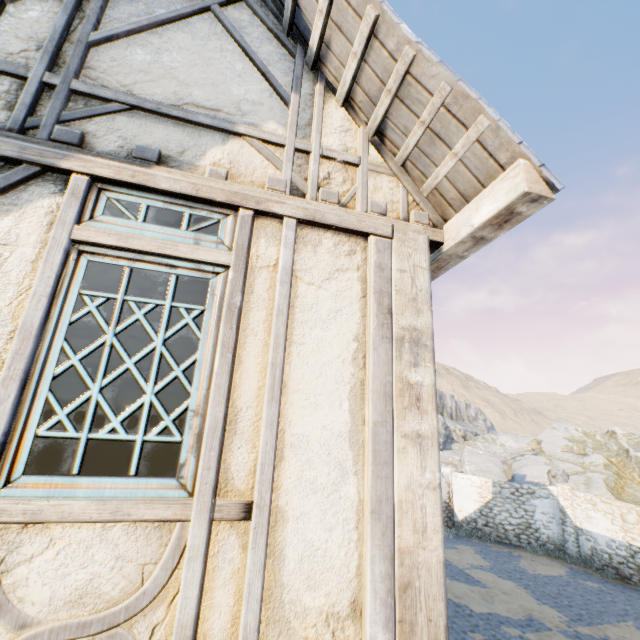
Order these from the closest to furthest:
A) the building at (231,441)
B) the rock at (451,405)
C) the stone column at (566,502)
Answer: the building at (231,441)
the stone column at (566,502)
the rock at (451,405)

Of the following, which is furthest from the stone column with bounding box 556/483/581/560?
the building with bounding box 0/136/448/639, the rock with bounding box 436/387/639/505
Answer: the building with bounding box 0/136/448/639

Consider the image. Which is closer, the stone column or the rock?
the stone column

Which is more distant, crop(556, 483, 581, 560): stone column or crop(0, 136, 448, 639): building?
crop(556, 483, 581, 560): stone column

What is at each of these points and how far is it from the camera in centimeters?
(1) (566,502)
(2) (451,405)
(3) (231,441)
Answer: (1) stone column, 1570cm
(2) rock, 4238cm
(3) building, 181cm

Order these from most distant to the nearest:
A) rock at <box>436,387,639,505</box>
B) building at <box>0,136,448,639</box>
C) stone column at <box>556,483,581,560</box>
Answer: rock at <box>436,387,639,505</box> < stone column at <box>556,483,581,560</box> < building at <box>0,136,448,639</box>

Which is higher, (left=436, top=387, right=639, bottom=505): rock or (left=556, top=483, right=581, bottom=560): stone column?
(left=436, top=387, right=639, bottom=505): rock

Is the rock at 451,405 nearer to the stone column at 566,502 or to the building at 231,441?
the stone column at 566,502
